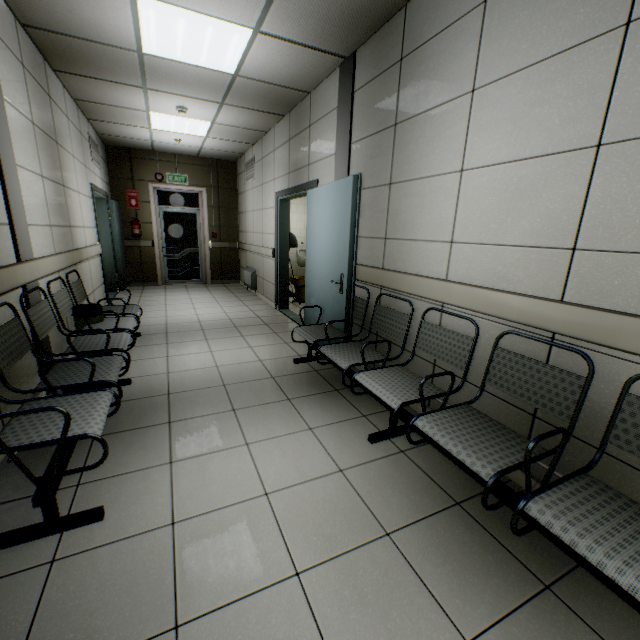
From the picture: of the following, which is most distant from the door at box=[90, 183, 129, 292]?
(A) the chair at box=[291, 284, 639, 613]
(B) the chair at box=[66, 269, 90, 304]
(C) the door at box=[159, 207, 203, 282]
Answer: (A) the chair at box=[291, 284, 639, 613]

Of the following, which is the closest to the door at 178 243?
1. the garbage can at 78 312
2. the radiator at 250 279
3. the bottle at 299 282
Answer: the radiator at 250 279

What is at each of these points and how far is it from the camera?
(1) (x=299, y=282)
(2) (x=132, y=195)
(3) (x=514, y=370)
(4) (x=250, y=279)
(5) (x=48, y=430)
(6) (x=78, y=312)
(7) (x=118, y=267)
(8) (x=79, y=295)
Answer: (1) bottle, 6.6 meters
(2) sign, 7.8 meters
(3) chair, 1.9 meters
(4) radiator, 7.7 meters
(5) chair, 1.6 meters
(6) garbage can, 3.4 meters
(7) door, 7.4 meters
(8) chair, 3.8 meters

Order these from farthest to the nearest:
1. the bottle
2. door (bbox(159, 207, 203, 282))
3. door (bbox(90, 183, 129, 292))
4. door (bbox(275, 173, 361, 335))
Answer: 1. door (bbox(159, 207, 203, 282))
2. the bottle
3. door (bbox(90, 183, 129, 292))
4. door (bbox(275, 173, 361, 335))

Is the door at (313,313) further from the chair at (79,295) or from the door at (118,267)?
the door at (118,267)

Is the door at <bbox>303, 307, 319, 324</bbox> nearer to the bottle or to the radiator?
the bottle

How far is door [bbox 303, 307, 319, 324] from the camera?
4.29m

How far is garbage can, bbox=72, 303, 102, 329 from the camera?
3.4m
